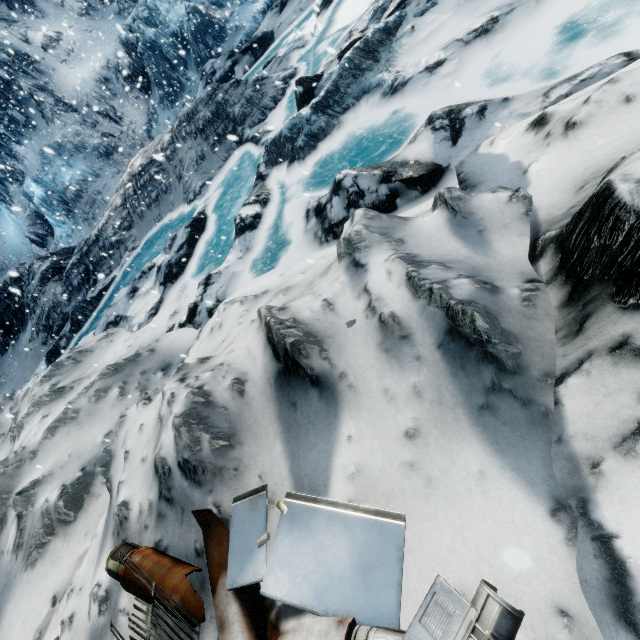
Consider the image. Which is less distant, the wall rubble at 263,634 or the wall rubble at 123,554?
the wall rubble at 263,634

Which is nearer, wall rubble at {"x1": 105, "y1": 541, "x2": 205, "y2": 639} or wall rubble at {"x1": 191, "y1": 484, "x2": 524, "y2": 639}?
wall rubble at {"x1": 191, "y1": 484, "x2": 524, "y2": 639}

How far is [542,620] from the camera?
1.4m
